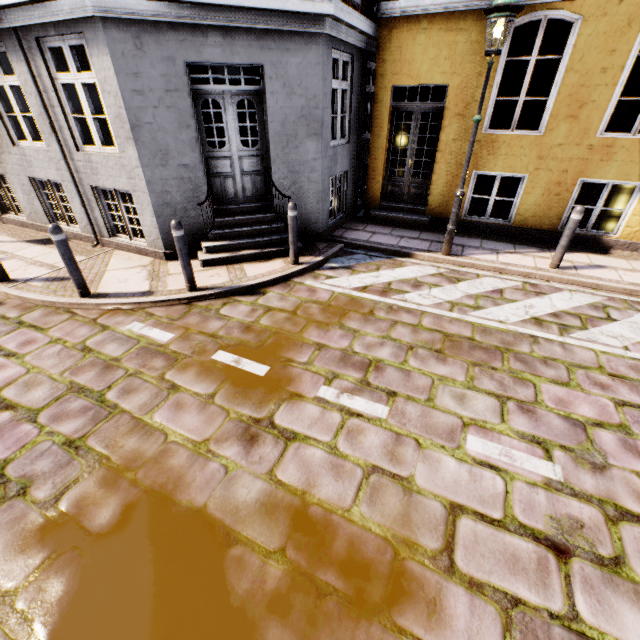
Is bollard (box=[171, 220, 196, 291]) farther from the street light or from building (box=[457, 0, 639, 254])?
building (box=[457, 0, 639, 254])

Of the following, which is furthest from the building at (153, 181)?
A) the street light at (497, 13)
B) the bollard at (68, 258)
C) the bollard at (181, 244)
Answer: the street light at (497, 13)

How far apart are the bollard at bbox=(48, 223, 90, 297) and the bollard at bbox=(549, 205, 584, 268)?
8.01m

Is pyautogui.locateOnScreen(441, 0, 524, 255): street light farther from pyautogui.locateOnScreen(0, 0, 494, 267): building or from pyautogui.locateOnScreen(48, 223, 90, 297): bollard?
pyautogui.locateOnScreen(0, 0, 494, 267): building

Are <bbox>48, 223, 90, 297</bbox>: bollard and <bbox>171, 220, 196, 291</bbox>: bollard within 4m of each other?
yes

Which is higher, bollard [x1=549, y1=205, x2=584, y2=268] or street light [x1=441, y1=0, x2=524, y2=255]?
street light [x1=441, y1=0, x2=524, y2=255]

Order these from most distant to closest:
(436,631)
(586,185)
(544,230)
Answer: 1. (586,185)
2. (544,230)
3. (436,631)

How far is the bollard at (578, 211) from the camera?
5.40m
